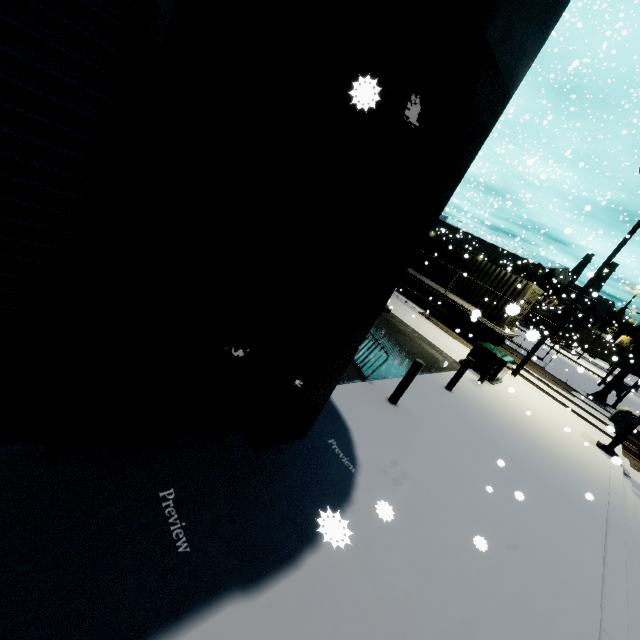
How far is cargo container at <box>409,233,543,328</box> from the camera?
16.3 meters

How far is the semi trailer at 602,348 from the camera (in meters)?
42.64

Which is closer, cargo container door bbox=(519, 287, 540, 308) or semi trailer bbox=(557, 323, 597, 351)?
cargo container door bbox=(519, 287, 540, 308)

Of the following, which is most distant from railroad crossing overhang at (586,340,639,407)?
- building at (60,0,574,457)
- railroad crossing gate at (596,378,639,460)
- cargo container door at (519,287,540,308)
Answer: building at (60,0,574,457)

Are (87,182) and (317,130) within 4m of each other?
yes

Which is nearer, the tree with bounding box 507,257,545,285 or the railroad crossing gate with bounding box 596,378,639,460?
the railroad crossing gate with bounding box 596,378,639,460

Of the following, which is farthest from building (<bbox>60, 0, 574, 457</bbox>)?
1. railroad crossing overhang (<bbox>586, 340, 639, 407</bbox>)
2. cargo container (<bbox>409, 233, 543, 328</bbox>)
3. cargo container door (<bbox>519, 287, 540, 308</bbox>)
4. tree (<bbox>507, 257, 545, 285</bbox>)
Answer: railroad crossing overhang (<bbox>586, 340, 639, 407</bbox>)

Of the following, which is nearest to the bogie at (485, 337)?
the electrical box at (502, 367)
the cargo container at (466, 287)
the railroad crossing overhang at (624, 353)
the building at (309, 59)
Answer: the cargo container at (466, 287)
